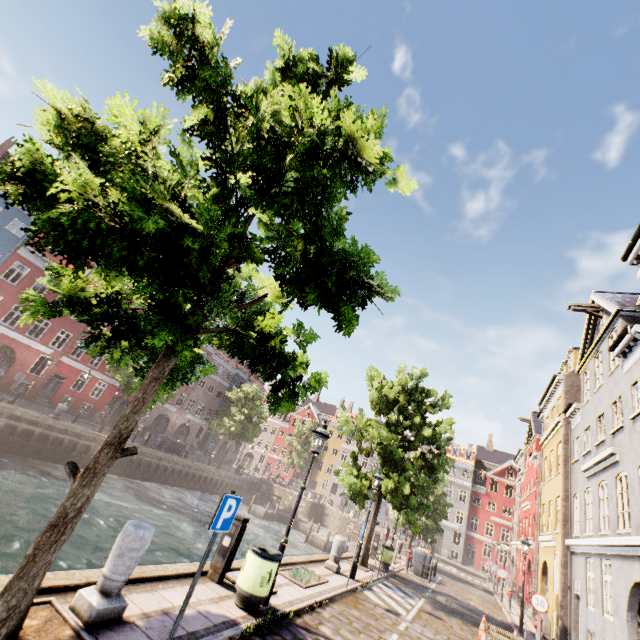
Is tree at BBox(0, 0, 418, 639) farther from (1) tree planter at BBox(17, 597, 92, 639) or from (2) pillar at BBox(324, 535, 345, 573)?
(2) pillar at BBox(324, 535, 345, 573)

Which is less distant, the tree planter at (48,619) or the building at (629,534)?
the tree planter at (48,619)

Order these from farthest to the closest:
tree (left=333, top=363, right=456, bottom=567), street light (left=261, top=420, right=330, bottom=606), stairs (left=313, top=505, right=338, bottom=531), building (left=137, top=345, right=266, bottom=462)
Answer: building (left=137, top=345, right=266, bottom=462) → stairs (left=313, top=505, right=338, bottom=531) → tree (left=333, top=363, right=456, bottom=567) → street light (left=261, top=420, right=330, bottom=606)

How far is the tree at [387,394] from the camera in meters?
15.1 m

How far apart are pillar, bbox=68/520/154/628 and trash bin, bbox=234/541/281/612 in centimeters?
244cm

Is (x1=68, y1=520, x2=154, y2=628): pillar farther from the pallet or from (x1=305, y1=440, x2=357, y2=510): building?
(x1=305, y1=440, x2=357, y2=510): building

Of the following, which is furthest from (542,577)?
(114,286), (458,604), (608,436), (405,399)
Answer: (114,286)

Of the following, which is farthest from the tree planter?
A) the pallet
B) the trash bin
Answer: the pallet
